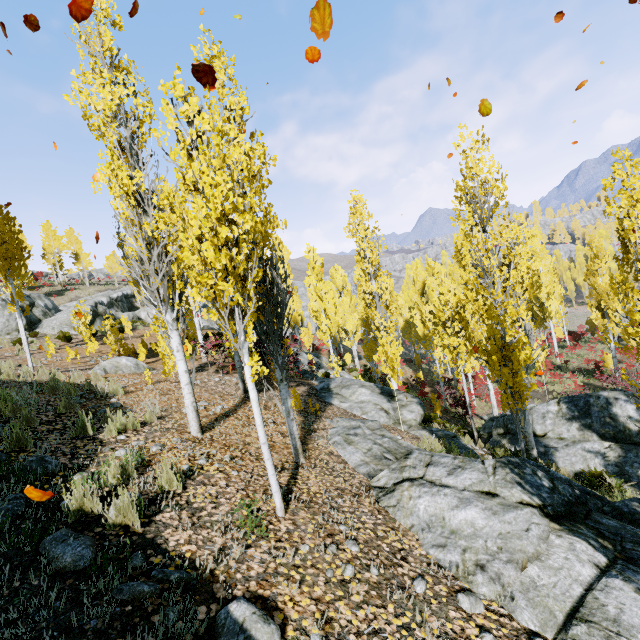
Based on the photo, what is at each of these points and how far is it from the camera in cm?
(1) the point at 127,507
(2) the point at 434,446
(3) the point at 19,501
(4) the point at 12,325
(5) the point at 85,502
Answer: (1) instancedfoliageactor, 334
(2) instancedfoliageactor, 834
(3) rock, 338
(4) rock, 2108
(5) instancedfoliageactor, 339

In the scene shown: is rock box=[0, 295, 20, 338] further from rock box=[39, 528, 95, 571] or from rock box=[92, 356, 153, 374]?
rock box=[39, 528, 95, 571]

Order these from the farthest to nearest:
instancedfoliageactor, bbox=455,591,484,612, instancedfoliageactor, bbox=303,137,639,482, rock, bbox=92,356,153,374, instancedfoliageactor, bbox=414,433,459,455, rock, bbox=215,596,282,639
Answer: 1. rock, bbox=92,356,153,374
2. instancedfoliageactor, bbox=414,433,459,455
3. instancedfoliageactor, bbox=303,137,639,482
4. instancedfoliageactor, bbox=455,591,484,612
5. rock, bbox=215,596,282,639

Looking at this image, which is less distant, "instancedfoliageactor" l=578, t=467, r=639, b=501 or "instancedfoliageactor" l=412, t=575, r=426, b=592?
"instancedfoliageactor" l=412, t=575, r=426, b=592

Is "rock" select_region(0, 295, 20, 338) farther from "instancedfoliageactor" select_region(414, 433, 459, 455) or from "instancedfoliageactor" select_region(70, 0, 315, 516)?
"instancedfoliageactor" select_region(70, 0, 315, 516)

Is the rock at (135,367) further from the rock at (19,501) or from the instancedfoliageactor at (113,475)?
the instancedfoliageactor at (113,475)

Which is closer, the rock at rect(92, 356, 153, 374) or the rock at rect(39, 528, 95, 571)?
the rock at rect(39, 528, 95, 571)

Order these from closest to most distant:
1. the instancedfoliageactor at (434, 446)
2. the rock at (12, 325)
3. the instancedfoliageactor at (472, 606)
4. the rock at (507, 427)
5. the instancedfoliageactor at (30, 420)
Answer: the instancedfoliageactor at (472, 606) → the instancedfoliageactor at (30, 420) → the instancedfoliageactor at (434, 446) → the rock at (507, 427) → the rock at (12, 325)
